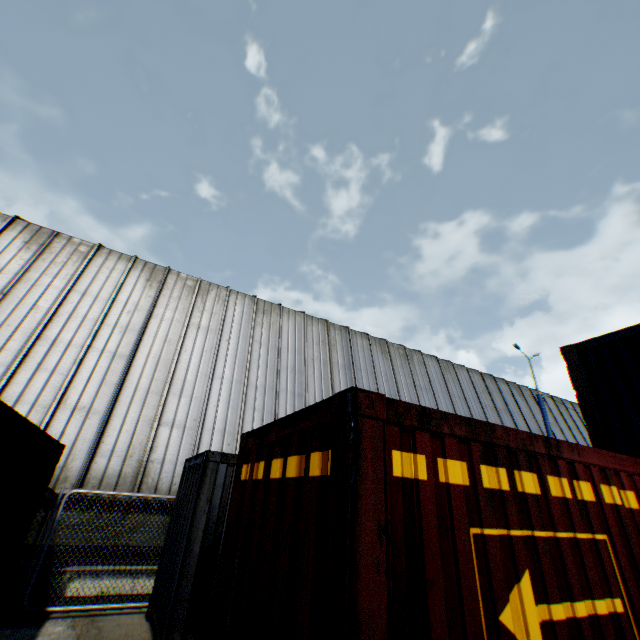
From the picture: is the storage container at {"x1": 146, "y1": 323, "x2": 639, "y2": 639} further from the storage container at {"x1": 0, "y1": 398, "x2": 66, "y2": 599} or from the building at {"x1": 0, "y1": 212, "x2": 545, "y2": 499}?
the building at {"x1": 0, "y1": 212, "x2": 545, "y2": 499}

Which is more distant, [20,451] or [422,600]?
[20,451]

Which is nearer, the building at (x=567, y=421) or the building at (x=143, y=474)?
the building at (x=143, y=474)

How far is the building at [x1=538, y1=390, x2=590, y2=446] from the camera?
24.2m

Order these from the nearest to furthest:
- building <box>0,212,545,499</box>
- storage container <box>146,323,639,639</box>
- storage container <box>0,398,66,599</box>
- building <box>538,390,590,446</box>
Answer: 1. storage container <box>146,323,639,639</box>
2. storage container <box>0,398,66,599</box>
3. building <box>0,212,545,499</box>
4. building <box>538,390,590,446</box>

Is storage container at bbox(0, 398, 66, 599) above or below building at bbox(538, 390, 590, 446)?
below

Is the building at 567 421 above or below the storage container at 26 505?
above
